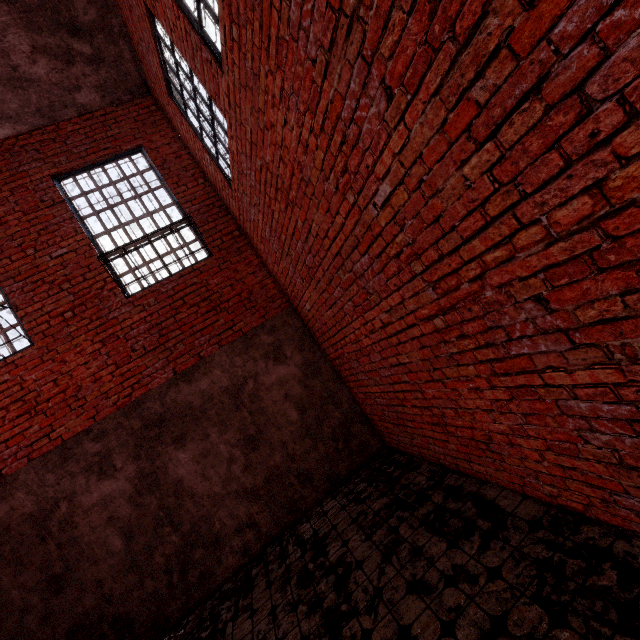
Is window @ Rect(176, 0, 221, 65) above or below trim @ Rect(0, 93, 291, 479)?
above

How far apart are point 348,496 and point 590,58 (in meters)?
5.12

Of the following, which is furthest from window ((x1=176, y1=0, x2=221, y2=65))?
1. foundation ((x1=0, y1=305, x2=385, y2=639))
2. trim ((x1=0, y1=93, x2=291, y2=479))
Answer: foundation ((x1=0, y1=305, x2=385, y2=639))

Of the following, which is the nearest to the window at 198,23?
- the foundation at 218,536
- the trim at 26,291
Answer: the trim at 26,291

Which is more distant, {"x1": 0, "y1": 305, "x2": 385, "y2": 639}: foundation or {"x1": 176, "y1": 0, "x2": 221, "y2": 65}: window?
{"x1": 0, "y1": 305, "x2": 385, "y2": 639}: foundation

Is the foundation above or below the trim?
below
